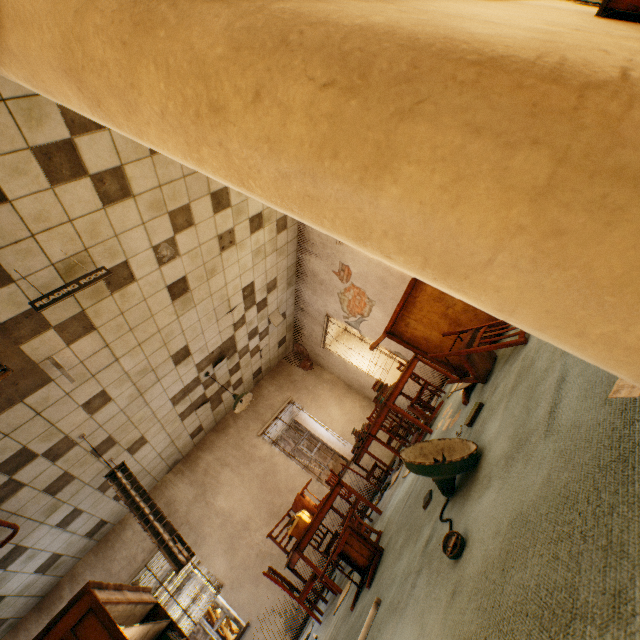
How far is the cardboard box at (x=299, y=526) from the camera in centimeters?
438cm

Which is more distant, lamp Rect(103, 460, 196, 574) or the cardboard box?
the cardboard box

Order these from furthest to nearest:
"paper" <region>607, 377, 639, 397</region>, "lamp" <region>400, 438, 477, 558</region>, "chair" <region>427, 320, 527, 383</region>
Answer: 1. "chair" <region>427, 320, 527, 383</region>
2. "lamp" <region>400, 438, 477, 558</region>
3. "paper" <region>607, 377, 639, 397</region>

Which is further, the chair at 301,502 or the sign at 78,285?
the chair at 301,502

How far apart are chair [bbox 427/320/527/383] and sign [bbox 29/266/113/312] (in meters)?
3.23

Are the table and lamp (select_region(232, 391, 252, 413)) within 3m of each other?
yes

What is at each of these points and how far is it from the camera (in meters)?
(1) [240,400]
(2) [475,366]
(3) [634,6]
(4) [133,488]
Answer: (1) lamp, 6.11
(2) chair, 2.96
(3) desk, 1.42
(4) lamp, 4.16

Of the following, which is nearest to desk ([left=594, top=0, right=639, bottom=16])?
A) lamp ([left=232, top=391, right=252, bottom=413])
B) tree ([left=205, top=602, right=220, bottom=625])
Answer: lamp ([left=232, top=391, right=252, bottom=413])
